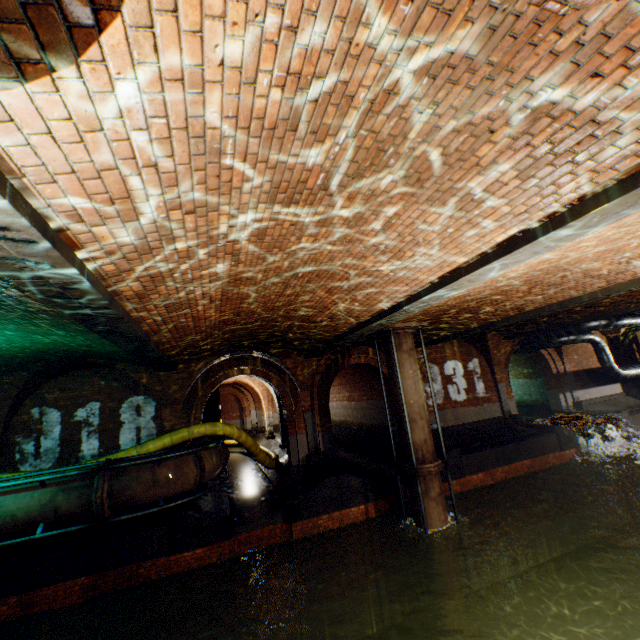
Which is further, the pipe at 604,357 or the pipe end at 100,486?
the pipe at 604,357

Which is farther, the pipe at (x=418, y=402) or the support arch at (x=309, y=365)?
the support arch at (x=309, y=365)

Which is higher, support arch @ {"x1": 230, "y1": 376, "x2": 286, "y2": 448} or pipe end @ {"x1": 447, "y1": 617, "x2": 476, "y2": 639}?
support arch @ {"x1": 230, "y1": 376, "x2": 286, "y2": 448}

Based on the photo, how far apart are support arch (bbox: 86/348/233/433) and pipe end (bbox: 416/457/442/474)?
6.4 meters

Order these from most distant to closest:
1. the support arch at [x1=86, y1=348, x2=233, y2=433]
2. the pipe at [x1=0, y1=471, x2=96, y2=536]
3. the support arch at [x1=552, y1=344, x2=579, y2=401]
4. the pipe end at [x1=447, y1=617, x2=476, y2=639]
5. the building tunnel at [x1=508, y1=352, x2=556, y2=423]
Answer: the building tunnel at [x1=508, y1=352, x2=556, y2=423]
the support arch at [x1=552, y1=344, x2=579, y2=401]
the support arch at [x1=86, y1=348, x2=233, y2=433]
the pipe end at [x1=447, y1=617, x2=476, y2=639]
the pipe at [x1=0, y1=471, x2=96, y2=536]

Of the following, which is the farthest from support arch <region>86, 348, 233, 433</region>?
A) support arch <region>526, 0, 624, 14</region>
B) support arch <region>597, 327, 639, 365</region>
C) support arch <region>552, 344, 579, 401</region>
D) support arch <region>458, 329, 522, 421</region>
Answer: support arch <region>597, 327, 639, 365</region>

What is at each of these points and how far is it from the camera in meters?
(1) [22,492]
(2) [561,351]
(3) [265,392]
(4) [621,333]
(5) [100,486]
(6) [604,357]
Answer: (1) pipe, 6.6
(2) support arch, 17.6
(3) support arch, 22.2
(4) support arch, 18.9
(5) pipe end, 6.9
(6) pipe, 15.4

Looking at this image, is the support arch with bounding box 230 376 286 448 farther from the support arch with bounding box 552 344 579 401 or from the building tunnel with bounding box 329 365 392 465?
the support arch with bounding box 552 344 579 401
